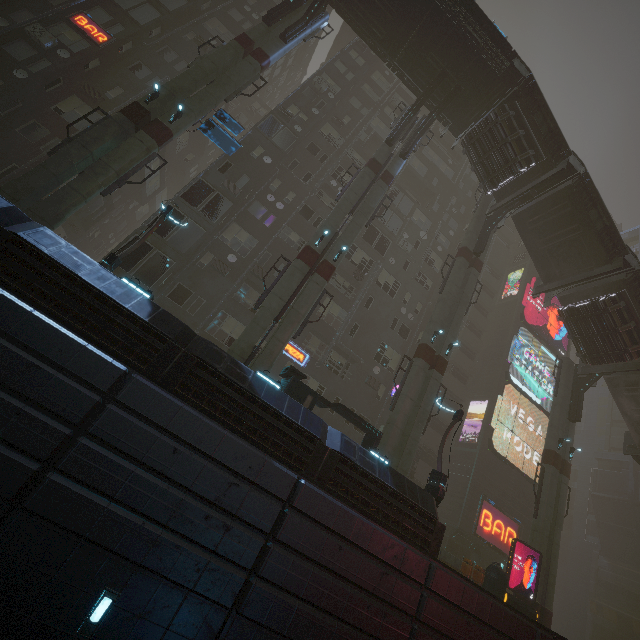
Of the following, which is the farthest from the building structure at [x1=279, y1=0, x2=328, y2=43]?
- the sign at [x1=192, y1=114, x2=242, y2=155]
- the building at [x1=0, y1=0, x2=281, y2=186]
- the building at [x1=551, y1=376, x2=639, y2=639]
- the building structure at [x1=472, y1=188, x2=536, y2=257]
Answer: the building at [x1=551, y1=376, x2=639, y2=639]

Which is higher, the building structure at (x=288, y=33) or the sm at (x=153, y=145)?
the building structure at (x=288, y=33)

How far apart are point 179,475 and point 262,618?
4.53m

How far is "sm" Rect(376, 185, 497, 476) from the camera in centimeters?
1725cm

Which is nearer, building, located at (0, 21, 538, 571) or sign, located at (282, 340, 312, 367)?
building, located at (0, 21, 538, 571)

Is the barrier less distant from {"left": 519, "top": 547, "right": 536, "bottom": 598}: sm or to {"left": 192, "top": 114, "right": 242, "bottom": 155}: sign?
{"left": 519, "top": 547, "right": 536, "bottom": 598}: sm

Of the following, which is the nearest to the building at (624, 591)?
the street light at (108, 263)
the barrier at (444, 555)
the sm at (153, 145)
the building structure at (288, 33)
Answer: the barrier at (444, 555)

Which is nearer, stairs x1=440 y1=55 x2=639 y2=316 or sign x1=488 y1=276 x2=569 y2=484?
stairs x1=440 y1=55 x2=639 y2=316
